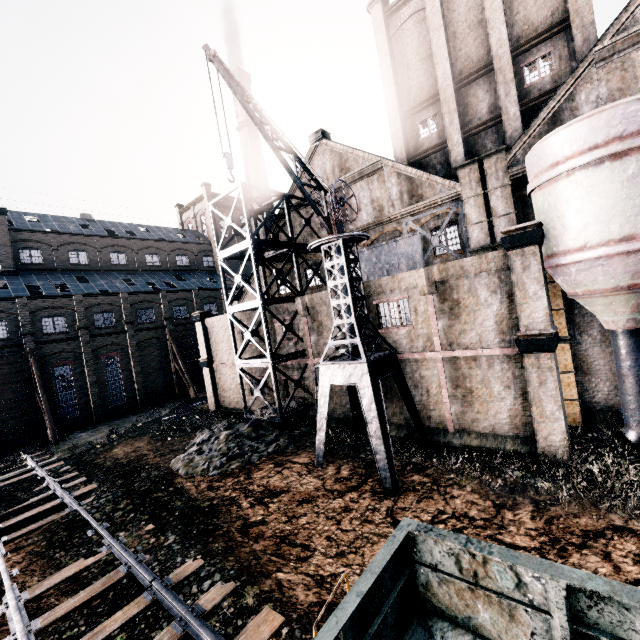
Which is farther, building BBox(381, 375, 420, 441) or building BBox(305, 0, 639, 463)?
building BBox(381, 375, 420, 441)

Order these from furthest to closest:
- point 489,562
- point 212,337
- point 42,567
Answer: point 212,337
point 42,567
point 489,562

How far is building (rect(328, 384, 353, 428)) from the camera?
21.1m

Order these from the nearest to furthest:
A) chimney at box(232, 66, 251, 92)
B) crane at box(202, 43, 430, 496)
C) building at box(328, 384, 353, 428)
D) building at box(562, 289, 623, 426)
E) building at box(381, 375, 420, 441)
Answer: crane at box(202, 43, 430, 496), building at box(562, 289, 623, 426), building at box(381, 375, 420, 441), building at box(328, 384, 353, 428), chimney at box(232, 66, 251, 92)

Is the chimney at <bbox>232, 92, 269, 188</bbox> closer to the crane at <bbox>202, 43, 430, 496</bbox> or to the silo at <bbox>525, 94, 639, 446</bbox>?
the crane at <bbox>202, 43, 430, 496</bbox>

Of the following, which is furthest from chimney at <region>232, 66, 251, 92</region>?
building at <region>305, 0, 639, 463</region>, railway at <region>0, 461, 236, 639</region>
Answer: railway at <region>0, 461, 236, 639</region>

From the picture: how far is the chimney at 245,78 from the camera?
40.2 meters

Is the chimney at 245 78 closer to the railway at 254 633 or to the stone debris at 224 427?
the stone debris at 224 427
